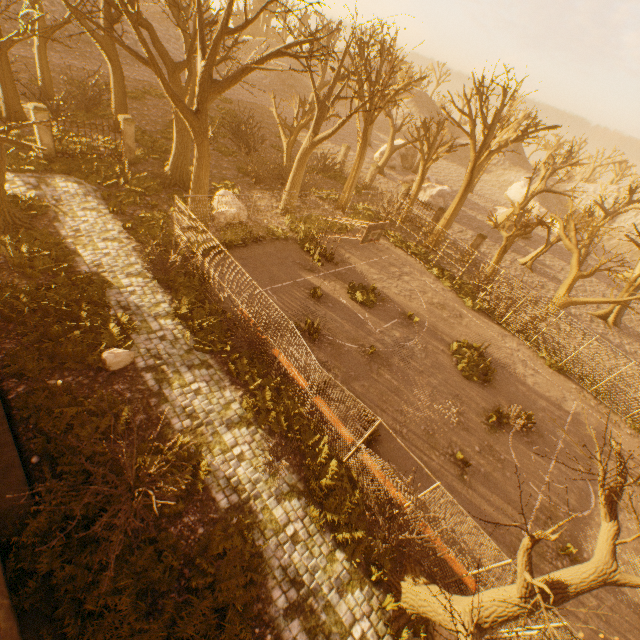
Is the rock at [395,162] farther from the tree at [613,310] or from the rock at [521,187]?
the rock at [521,187]

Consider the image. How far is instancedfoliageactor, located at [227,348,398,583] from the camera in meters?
8.8 m

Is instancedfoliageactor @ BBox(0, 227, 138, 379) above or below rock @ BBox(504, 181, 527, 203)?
below

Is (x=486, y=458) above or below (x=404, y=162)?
below

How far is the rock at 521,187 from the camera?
50.8 meters

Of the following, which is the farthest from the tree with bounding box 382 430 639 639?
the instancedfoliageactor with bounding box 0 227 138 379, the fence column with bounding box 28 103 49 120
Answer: the fence column with bounding box 28 103 49 120

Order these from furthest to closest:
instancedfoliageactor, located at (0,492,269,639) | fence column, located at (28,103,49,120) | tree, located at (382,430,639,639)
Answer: fence column, located at (28,103,49,120) → instancedfoliageactor, located at (0,492,269,639) → tree, located at (382,430,639,639)

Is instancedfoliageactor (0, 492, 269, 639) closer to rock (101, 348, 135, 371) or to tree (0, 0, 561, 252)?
rock (101, 348, 135, 371)
